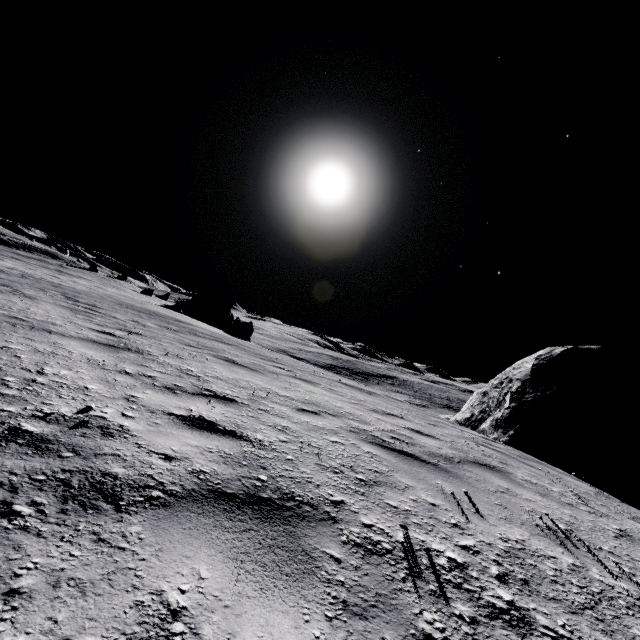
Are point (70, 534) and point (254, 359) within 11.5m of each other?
yes

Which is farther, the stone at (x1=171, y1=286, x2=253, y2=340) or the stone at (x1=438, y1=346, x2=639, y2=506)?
the stone at (x1=171, y1=286, x2=253, y2=340)

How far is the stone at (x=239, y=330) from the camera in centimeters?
2972cm

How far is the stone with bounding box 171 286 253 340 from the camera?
29.7m

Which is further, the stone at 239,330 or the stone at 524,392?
the stone at 239,330
